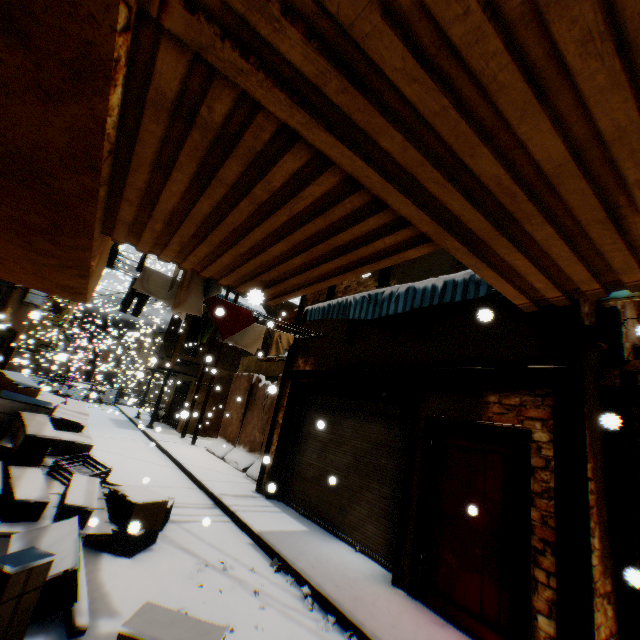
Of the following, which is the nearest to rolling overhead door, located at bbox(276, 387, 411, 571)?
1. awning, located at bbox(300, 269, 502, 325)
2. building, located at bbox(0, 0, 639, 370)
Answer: building, located at bbox(0, 0, 639, 370)

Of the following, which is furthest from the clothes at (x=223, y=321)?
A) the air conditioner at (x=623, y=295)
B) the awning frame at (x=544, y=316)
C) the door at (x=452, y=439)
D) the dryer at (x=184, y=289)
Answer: Answer: the air conditioner at (x=623, y=295)

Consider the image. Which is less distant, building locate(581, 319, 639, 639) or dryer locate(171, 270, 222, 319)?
building locate(581, 319, 639, 639)

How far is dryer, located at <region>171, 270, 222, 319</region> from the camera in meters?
4.4

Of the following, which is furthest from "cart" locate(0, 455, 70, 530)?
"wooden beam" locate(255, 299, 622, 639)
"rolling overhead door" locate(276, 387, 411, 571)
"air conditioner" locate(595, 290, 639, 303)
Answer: "air conditioner" locate(595, 290, 639, 303)

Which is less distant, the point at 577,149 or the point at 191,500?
the point at 577,149

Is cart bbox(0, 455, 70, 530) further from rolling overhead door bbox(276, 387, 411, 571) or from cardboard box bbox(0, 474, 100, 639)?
rolling overhead door bbox(276, 387, 411, 571)

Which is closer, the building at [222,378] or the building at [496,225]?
the building at [496,225]
